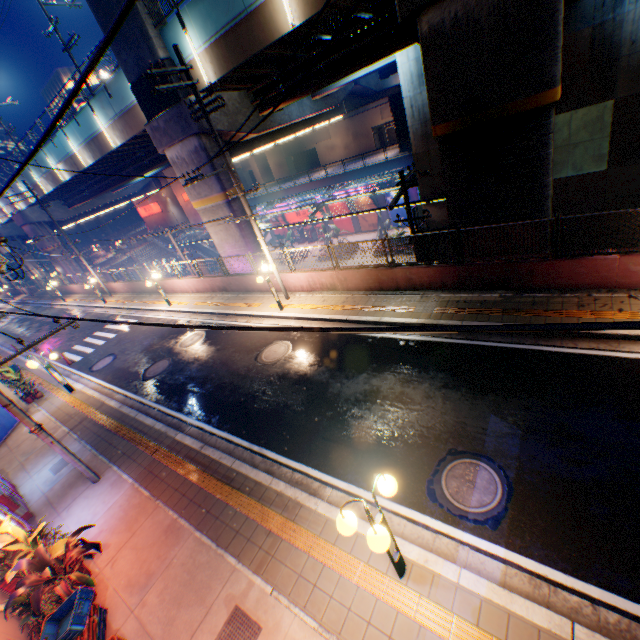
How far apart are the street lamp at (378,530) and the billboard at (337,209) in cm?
3647

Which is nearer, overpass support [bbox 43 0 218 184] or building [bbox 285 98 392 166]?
overpass support [bbox 43 0 218 184]

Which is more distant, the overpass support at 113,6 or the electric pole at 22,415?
the overpass support at 113,6

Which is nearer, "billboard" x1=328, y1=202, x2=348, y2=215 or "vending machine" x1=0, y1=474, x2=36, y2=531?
"vending machine" x1=0, y1=474, x2=36, y2=531

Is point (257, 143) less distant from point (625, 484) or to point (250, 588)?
point (250, 588)

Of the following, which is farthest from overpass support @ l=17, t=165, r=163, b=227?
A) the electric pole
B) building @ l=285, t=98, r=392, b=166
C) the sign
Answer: the electric pole

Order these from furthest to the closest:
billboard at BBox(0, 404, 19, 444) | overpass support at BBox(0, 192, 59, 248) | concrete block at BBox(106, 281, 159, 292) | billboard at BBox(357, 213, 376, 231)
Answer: billboard at BBox(357, 213, 376, 231) < overpass support at BBox(0, 192, 59, 248) < concrete block at BBox(106, 281, 159, 292) < billboard at BBox(0, 404, 19, 444)

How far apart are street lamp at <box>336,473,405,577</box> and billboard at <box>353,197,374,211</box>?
34.78m
